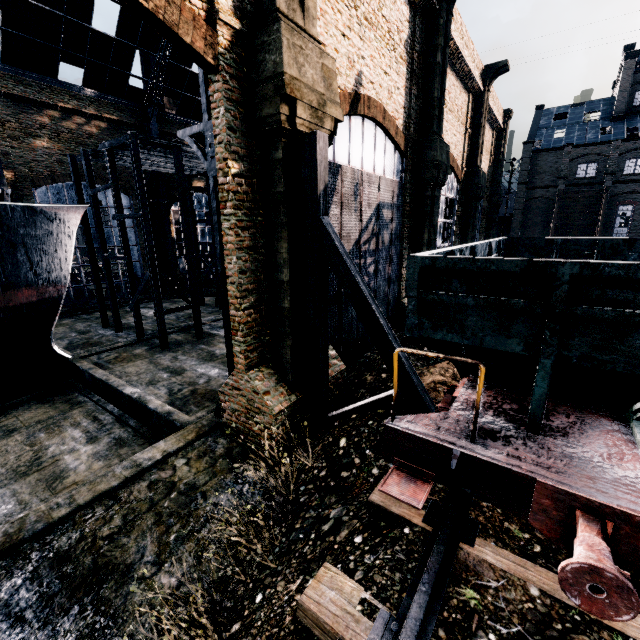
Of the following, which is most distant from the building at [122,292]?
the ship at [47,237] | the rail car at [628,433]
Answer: the ship at [47,237]

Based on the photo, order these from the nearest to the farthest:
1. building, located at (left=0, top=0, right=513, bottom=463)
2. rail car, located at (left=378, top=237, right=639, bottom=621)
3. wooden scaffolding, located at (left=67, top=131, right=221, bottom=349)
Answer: rail car, located at (left=378, top=237, right=639, bottom=621), building, located at (left=0, top=0, right=513, bottom=463), wooden scaffolding, located at (left=67, top=131, right=221, bottom=349)

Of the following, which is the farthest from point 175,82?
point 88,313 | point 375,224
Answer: point 375,224

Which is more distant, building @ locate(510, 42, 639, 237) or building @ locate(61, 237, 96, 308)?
building @ locate(510, 42, 639, 237)

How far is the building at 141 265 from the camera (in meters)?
33.16

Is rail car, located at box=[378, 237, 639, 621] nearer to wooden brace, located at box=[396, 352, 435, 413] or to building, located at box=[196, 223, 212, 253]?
wooden brace, located at box=[396, 352, 435, 413]

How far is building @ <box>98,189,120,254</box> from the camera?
30.8m
